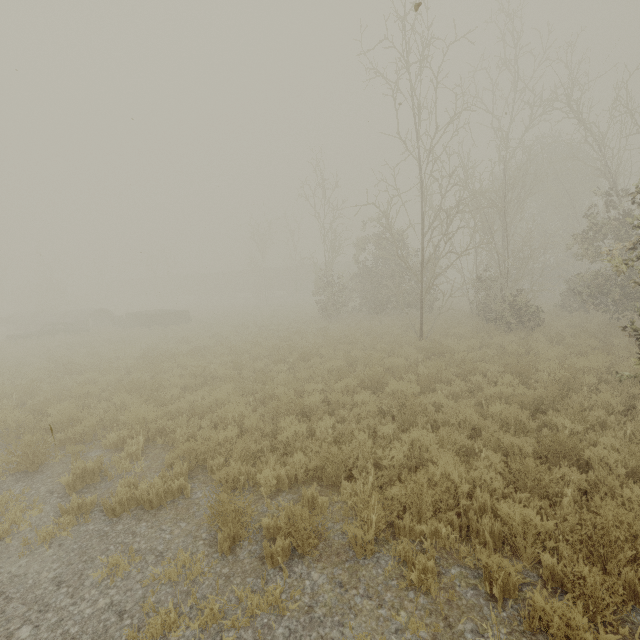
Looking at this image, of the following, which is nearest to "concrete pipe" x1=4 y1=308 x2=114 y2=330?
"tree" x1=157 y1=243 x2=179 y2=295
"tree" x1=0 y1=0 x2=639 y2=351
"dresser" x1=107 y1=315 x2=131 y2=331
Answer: "dresser" x1=107 y1=315 x2=131 y2=331

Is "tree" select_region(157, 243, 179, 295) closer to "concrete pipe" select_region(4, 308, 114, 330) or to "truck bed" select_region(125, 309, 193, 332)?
"concrete pipe" select_region(4, 308, 114, 330)

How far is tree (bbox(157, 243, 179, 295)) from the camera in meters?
49.1 m

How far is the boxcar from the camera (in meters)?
54.22

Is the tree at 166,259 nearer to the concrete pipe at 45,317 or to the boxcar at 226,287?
the boxcar at 226,287

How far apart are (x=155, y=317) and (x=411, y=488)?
24.7 meters

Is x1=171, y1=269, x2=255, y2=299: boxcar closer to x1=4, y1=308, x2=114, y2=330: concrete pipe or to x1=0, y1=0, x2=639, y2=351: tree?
x1=0, y1=0, x2=639, y2=351: tree

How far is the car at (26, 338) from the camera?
21.2m
